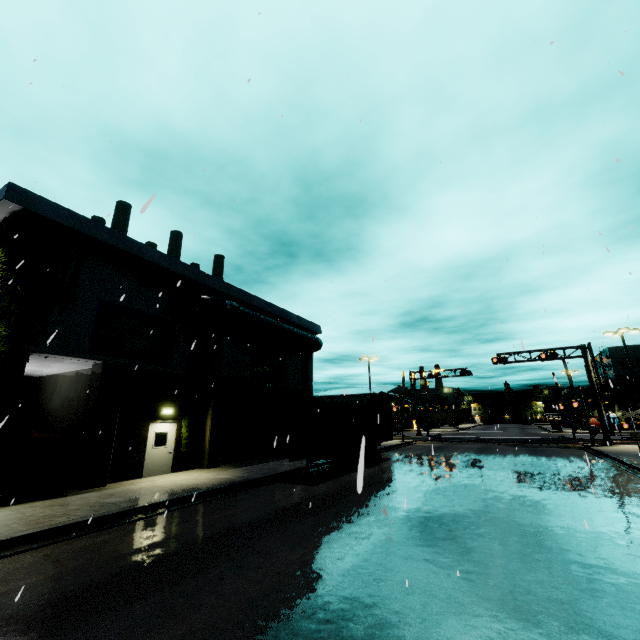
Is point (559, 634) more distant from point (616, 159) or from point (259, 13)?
point (259, 13)

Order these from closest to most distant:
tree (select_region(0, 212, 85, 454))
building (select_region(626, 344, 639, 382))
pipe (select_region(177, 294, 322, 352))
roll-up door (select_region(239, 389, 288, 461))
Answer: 1. tree (select_region(0, 212, 85, 454))
2. pipe (select_region(177, 294, 322, 352))
3. roll-up door (select_region(239, 389, 288, 461))
4. building (select_region(626, 344, 639, 382))

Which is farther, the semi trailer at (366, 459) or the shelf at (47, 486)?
the semi trailer at (366, 459)

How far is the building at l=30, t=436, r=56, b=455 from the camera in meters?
15.4

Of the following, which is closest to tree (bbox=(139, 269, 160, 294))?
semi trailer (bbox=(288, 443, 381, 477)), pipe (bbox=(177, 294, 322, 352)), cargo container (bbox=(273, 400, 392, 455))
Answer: pipe (bbox=(177, 294, 322, 352))

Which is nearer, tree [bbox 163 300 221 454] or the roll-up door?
tree [bbox 163 300 221 454]

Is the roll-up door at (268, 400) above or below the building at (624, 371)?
below
